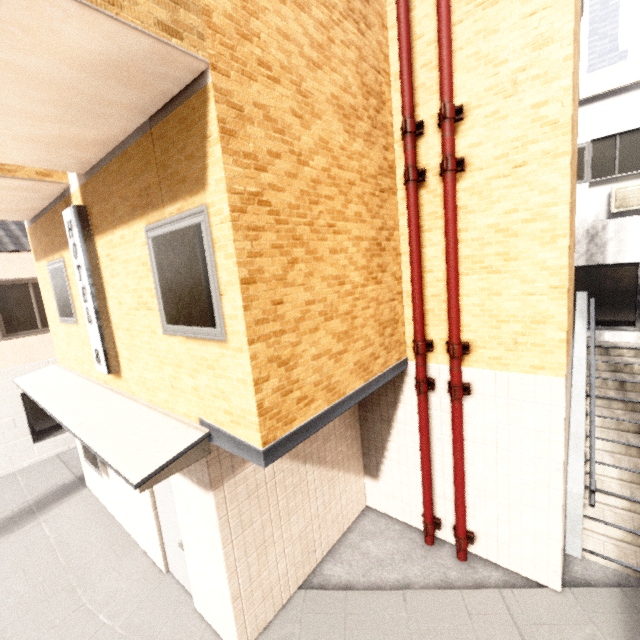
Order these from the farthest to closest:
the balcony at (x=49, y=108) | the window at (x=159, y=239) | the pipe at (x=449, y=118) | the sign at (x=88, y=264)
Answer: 1. the sign at (x=88, y=264)
2. the pipe at (x=449, y=118)
3. the window at (x=159, y=239)
4. the balcony at (x=49, y=108)

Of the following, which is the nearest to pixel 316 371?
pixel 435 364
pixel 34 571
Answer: pixel 435 364

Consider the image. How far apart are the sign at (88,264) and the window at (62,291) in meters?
1.1 m

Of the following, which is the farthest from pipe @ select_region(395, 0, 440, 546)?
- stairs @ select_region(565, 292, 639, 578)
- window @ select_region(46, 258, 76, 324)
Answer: window @ select_region(46, 258, 76, 324)

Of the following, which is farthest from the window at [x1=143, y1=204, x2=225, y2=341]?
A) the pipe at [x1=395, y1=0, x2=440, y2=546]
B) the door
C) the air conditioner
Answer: the air conditioner

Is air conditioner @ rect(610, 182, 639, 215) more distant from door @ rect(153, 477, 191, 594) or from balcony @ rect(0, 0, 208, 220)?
door @ rect(153, 477, 191, 594)

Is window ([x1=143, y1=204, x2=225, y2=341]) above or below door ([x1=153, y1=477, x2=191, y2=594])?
above

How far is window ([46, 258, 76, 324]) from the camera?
5.6 meters
